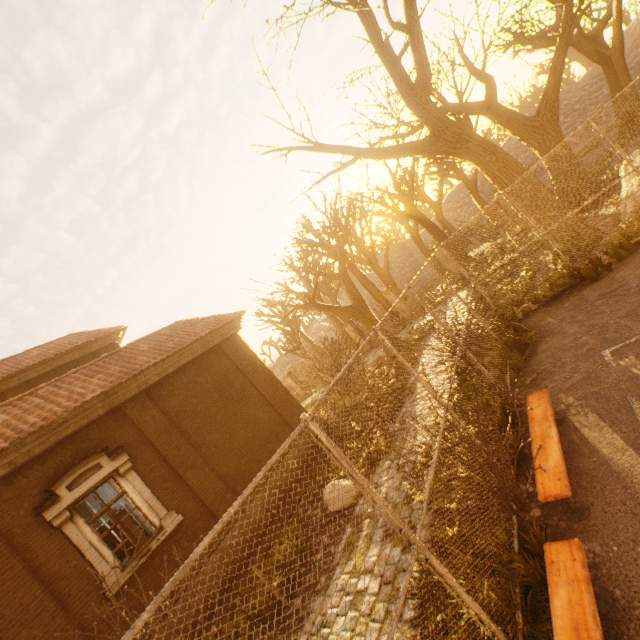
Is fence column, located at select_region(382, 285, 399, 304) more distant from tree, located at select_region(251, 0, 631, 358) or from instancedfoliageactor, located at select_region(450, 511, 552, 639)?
instancedfoliageactor, located at select_region(450, 511, 552, 639)

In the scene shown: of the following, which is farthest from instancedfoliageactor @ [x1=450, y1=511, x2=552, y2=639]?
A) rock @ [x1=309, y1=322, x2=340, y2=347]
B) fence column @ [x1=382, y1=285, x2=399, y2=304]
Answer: rock @ [x1=309, y1=322, x2=340, y2=347]

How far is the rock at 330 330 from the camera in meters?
48.2 m

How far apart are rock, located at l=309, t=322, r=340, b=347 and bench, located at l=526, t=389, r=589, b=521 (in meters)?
47.65

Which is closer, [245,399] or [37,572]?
[37,572]

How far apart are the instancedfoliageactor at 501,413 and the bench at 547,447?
0.6m

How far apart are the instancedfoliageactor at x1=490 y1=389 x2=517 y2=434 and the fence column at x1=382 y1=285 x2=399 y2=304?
14.3 meters

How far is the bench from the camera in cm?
352
